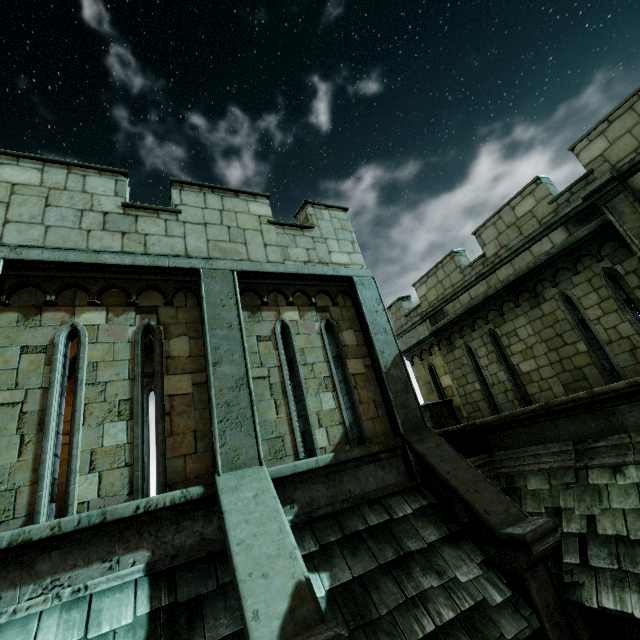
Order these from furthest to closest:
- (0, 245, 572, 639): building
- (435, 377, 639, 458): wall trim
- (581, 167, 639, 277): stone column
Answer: (581, 167, 639, 277): stone column → (435, 377, 639, 458): wall trim → (0, 245, 572, 639): building

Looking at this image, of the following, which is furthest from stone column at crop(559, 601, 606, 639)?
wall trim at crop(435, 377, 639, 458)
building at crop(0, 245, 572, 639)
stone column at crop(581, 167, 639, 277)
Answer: stone column at crop(581, 167, 639, 277)

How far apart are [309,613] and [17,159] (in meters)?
7.60

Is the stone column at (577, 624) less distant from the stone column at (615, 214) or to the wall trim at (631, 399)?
the wall trim at (631, 399)

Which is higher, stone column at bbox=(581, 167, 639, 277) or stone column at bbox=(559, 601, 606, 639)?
stone column at bbox=(581, 167, 639, 277)

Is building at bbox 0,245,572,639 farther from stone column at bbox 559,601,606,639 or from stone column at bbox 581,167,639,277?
stone column at bbox 581,167,639,277

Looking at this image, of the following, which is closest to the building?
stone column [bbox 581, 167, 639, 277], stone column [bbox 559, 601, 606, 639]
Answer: stone column [bbox 559, 601, 606, 639]

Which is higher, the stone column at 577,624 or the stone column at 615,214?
the stone column at 615,214
